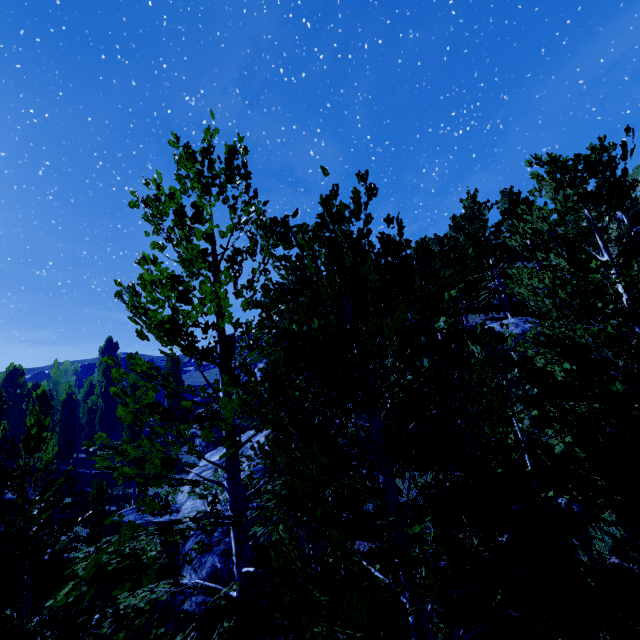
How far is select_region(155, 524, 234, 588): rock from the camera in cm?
876

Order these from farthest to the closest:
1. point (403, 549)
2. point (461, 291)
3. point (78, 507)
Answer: point (461, 291) < point (78, 507) < point (403, 549)

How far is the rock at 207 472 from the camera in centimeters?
1512cm

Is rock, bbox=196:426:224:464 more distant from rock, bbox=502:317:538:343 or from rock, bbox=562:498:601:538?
rock, bbox=562:498:601:538

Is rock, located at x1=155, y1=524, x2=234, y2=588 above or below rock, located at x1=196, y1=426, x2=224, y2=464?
below

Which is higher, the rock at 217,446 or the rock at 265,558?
the rock at 217,446
